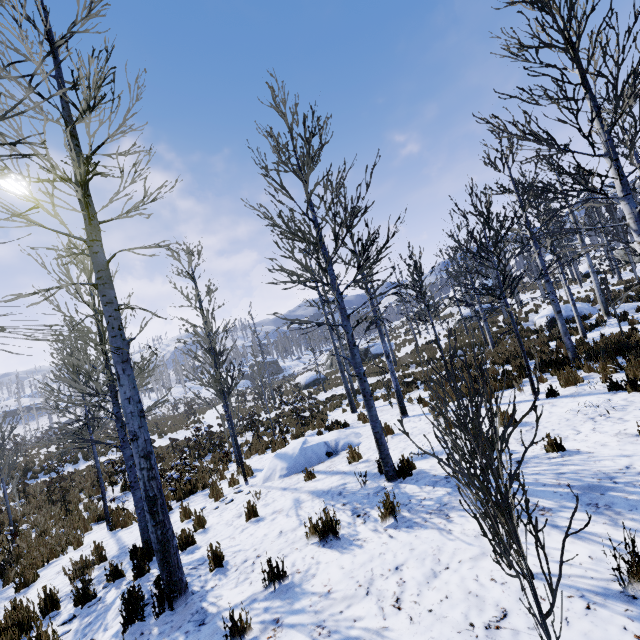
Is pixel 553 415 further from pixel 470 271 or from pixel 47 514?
pixel 470 271

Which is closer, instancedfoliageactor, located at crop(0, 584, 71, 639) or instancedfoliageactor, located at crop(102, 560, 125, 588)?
instancedfoliageactor, located at crop(0, 584, 71, 639)

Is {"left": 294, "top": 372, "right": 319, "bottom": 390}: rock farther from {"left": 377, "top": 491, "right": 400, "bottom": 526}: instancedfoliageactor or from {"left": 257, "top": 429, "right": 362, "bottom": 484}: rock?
{"left": 257, "top": 429, "right": 362, "bottom": 484}: rock

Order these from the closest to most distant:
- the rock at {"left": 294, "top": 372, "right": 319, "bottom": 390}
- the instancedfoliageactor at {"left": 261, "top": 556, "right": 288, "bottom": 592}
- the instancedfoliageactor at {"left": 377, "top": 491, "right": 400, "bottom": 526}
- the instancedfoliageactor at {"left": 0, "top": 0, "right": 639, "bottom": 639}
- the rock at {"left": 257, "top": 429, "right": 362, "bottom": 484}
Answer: the instancedfoliageactor at {"left": 0, "top": 0, "right": 639, "bottom": 639}, the instancedfoliageactor at {"left": 261, "top": 556, "right": 288, "bottom": 592}, the instancedfoliageactor at {"left": 377, "top": 491, "right": 400, "bottom": 526}, the rock at {"left": 257, "top": 429, "right": 362, "bottom": 484}, the rock at {"left": 294, "top": 372, "right": 319, "bottom": 390}

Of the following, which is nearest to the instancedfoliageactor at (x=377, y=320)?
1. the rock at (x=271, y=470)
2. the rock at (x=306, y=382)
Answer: the rock at (x=271, y=470)

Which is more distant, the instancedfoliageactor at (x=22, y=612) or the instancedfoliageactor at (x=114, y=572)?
the instancedfoliageactor at (x=114, y=572)

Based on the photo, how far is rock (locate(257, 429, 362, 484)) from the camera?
8.34m
